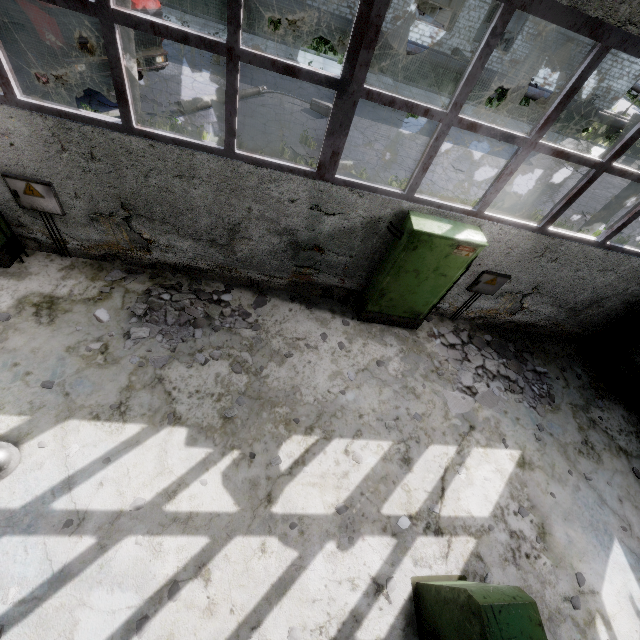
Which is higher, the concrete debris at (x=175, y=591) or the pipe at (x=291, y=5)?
the pipe at (x=291, y=5)

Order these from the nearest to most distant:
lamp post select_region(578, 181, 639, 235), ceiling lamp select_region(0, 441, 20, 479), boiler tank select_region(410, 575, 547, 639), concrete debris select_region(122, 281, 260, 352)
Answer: boiler tank select_region(410, 575, 547, 639) → ceiling lamp select_region(0, 441, 20, 479) → concrete debris select_region(122, 281, 260, 352) → lamp post select_region(578, 181, 639, 235)

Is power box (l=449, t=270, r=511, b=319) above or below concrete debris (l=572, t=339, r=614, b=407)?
above

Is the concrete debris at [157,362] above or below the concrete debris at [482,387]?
below

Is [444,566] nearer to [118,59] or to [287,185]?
[287,185]

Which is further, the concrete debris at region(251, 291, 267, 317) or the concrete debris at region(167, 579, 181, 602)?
the concrete debris at region(251, 291, 267, 317)

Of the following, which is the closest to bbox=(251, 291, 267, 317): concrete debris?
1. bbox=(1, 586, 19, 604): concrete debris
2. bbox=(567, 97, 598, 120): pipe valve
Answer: bbox=(1, 586, 19, 604): concrete debris

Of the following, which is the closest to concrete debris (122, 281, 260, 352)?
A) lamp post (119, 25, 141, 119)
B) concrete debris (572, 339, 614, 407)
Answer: lamp post (119, 25, 141, 119)
